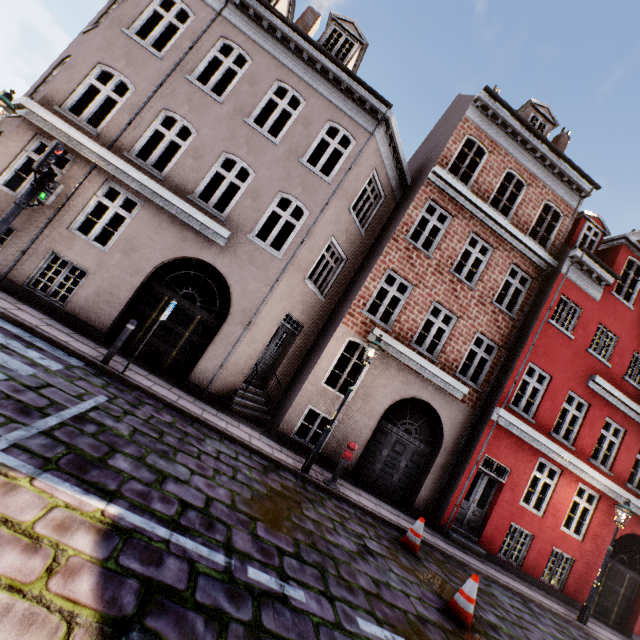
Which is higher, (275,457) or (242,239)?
(242,239)

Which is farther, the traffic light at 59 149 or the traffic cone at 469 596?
the traffic light at 59 149

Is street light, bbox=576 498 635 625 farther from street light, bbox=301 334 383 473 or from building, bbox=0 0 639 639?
street light, bbox=301 334 383 473

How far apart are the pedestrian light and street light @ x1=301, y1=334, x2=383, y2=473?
7.9m

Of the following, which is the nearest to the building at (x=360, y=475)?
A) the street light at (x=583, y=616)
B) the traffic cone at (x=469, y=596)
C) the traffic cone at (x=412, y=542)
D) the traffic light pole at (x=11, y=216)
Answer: the street light at (x=583, y=616)

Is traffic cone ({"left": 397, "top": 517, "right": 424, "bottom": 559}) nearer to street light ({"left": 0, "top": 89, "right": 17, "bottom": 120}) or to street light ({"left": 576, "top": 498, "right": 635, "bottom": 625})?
street light ({"left": 576, "top": 498, "right": 635, "bottom": 625})

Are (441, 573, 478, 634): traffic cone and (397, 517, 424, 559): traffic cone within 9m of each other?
yes

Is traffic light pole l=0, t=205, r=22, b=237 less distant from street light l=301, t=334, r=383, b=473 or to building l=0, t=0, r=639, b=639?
building l=0, t=0, r=639, b=639
